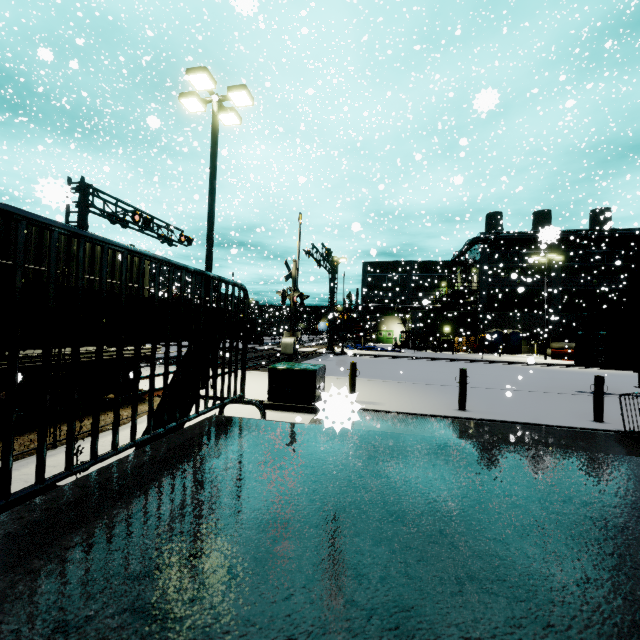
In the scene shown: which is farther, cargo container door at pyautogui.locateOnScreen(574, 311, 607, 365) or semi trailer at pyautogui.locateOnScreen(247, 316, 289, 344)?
semi trailer at pyautogui.locateOnScreen(247, 316, 289, 344)

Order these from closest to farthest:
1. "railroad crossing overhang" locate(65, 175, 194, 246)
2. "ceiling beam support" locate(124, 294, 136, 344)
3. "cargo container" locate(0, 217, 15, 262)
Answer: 1. "ceiling beam support" locate(124, 294, 136, 344)
2. "cargo container" locate(0, 217, 15, 262)
3. "railroad crossing overhang" locate(65, 175, 194, 246)

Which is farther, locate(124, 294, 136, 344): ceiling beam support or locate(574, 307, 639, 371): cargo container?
locate(574, 307, 639, 371): cargo container

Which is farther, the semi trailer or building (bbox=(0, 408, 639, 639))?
the semi trailer

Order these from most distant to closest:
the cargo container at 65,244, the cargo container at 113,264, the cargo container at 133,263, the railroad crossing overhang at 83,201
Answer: the railroad crossing overhang at 83,201
the cargo container at 133,263
the cargo container at 113,264
the cargo container at 65,244

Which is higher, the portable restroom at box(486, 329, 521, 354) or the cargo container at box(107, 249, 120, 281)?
the cargo container at box(107, 249, 120, 281)

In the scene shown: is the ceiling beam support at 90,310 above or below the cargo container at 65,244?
below

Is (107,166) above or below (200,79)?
below
